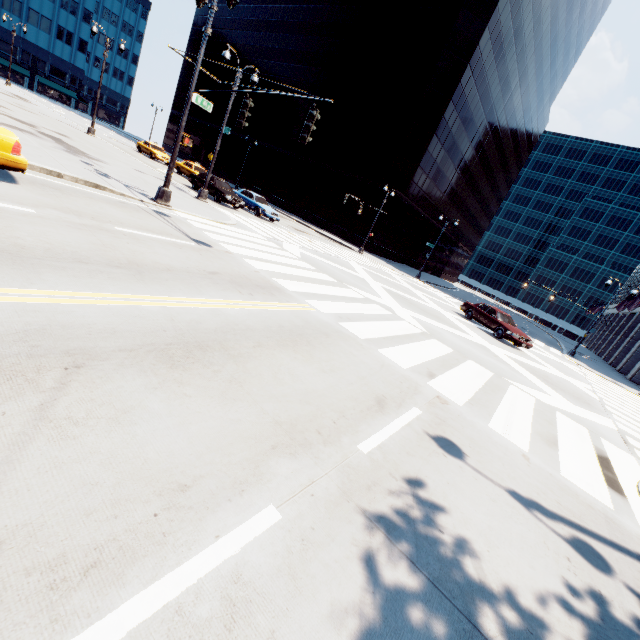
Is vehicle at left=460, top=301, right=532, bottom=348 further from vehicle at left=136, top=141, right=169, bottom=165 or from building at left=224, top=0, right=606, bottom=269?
vehicle at left=136, top=141, right=169, bottom=165

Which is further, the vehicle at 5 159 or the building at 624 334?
the building at 624 334

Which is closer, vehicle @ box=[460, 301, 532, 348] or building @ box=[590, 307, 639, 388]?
vehicle @ box=[460, 301, 532, 348]

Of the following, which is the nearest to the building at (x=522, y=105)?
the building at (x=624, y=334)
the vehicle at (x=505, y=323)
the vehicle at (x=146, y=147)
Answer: the vehicle at (x=146, y=147)

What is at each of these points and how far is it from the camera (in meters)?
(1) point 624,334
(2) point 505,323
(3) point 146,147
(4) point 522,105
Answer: (1) building, 43.97
(2) vehicle, 18.88
(3) vehicle, 33.28
(4) building, 56.31

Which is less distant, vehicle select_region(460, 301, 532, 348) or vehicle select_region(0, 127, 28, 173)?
vehicle select_region(0, 127, 28, 173)

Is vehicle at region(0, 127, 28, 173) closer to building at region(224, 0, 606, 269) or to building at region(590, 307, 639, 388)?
building at region(224, 0, 606, 269)

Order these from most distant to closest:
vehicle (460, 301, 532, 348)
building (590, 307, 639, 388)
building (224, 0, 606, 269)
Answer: building (224, 0, 606, 269), building (590, 307, 639, 388), vehicle (460, 301, 532, 348)
